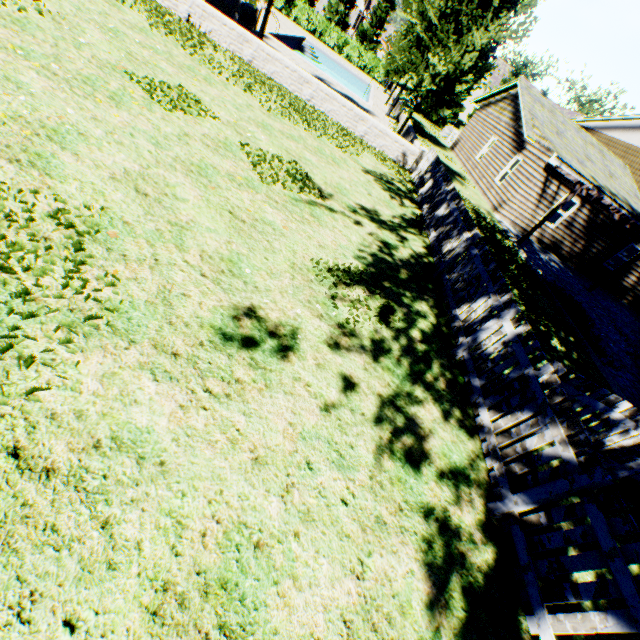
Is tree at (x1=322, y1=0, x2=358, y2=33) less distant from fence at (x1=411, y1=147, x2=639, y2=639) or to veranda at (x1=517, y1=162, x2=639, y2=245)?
fence at (x1=411, y1=147, x2=639, y2=639)

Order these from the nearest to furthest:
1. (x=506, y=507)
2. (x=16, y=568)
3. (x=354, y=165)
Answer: (x=16, y=568) < (x=506, y=507) < (x=354, y=165)

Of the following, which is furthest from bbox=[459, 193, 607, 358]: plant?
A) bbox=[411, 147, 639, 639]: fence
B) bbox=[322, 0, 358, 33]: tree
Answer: bbox=[322, 0, 358, 33]: tree

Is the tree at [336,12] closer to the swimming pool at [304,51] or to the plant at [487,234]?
the swimming pool at [304,51]

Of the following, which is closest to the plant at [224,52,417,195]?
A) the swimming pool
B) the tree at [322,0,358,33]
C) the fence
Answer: the fence

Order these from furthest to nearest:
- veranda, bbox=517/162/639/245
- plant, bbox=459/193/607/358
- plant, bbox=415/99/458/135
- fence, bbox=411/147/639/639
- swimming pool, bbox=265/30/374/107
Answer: plant, bbox=415/99/458/135
swimming pool, bbox=265/30/374/107
veranda, bbox=517/162/639/245
plant, bbox=459/193/607/358
fence, bbox=411/147/639/639

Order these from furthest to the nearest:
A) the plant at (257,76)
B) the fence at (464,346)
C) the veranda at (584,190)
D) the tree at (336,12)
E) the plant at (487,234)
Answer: the tree at (336,12)
the veranda at (584,190)
the plant at (257,76)
the plant at (487,234)
the fence at (464,346)

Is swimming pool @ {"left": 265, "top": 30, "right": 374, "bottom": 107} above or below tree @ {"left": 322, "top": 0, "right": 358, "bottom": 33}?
below
